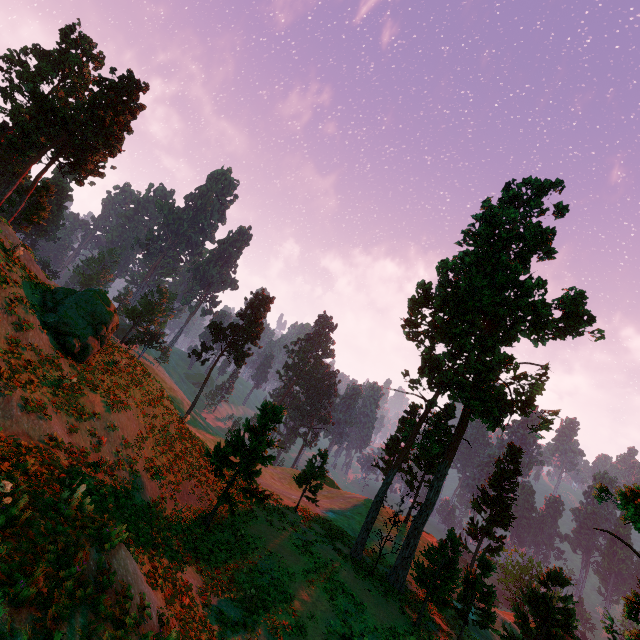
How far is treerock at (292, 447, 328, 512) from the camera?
30.2m

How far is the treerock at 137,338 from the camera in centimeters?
5434cm

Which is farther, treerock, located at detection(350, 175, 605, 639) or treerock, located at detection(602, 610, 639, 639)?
treerock, located at detection(350, 175, 605, 639)

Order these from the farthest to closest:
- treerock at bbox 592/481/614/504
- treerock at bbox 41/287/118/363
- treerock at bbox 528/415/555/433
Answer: treerock at bbox 528/415/555/433
treerock at bbox 41/287/118/363
treerock at bbox 592/481/614/504

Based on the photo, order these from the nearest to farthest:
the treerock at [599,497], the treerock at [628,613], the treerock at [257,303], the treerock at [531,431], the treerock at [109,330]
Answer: the treerock at [628,613]
the treerock at [599,497]
the treerock at [109,330]
the treerock at [531,431]
the treerock at [257,303]

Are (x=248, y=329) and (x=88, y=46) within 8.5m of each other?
no
